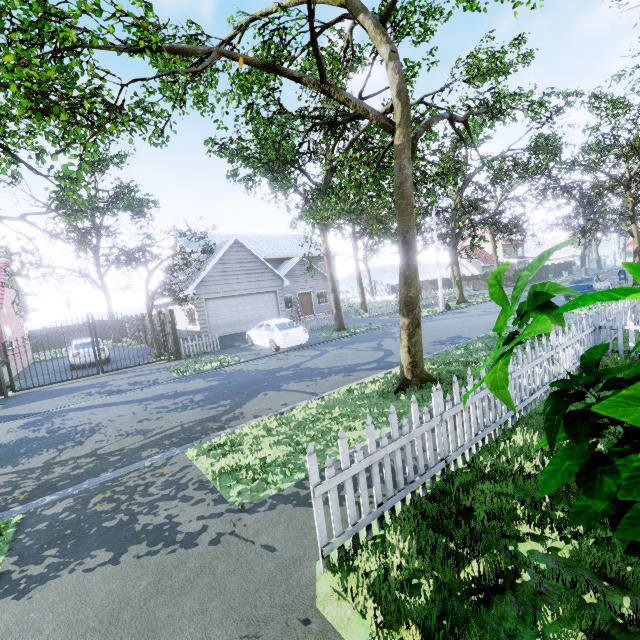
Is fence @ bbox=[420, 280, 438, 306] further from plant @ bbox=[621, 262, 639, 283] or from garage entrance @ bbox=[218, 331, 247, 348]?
plant @ bbox=[621, 262, 639, 283]

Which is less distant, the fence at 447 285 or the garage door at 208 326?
the garage door at 208 326

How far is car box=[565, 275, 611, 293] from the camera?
19.47m

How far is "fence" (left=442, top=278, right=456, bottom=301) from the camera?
31.61m

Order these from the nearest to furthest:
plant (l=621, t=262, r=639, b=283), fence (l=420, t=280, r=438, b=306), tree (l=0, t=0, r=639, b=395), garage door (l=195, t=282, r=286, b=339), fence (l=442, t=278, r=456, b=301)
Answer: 1. plant (l=621, t=262, r=639, b=283)
2. tree (l=0, t=0, r=639, b=395)
3. garage door (l=195, t=282, r=286, b=339)
4. fence (l=420, t=280, r=438, b=306)
5. fence (l=442, t=278, r=456, b=301)

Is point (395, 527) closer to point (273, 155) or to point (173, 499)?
point (173, 499)

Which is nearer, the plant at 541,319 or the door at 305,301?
the plant at 541,319
